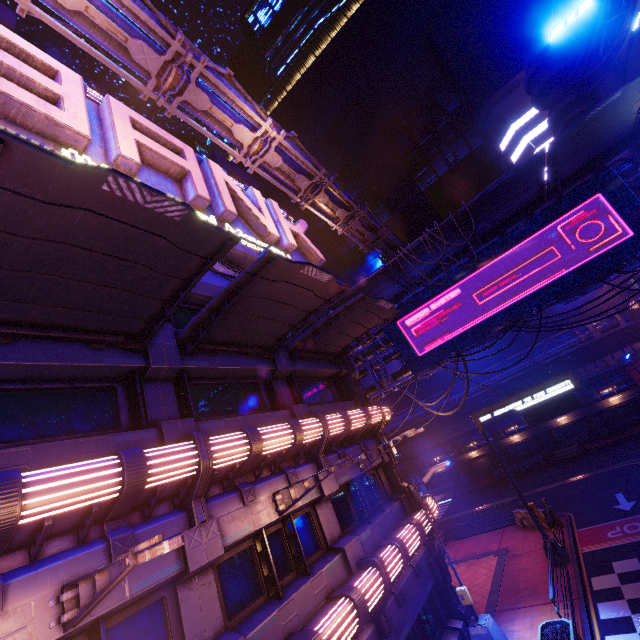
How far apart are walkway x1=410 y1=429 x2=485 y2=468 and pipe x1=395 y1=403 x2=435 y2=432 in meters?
2.8

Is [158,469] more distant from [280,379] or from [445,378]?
[445,378]

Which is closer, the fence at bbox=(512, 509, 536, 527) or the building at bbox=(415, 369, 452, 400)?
the fence at bbox=(512, 509, 536, 527)

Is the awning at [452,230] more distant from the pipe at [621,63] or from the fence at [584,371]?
the fence at [584,371]

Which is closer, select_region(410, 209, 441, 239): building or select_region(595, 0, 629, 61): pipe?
select_region(595, 0, 629, 61): pipe

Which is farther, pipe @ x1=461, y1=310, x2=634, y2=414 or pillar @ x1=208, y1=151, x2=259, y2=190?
pipe @ x1=461, y1=310, x2=634, y2=414

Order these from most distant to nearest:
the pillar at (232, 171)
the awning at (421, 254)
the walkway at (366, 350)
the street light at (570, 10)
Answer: the pillar at (232, 171)
the walkway at (366, 350)
the awning at (421, 254)
the street light at (570, 10)

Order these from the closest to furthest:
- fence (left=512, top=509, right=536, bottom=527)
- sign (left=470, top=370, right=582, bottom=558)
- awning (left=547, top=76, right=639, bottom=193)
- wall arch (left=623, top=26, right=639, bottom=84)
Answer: awning (left=547, top=76, right=639, bottom=193)
wall arch (left=623, top=26, right=639, bottom=84)
sign (left=470, top=370, right=582, bottom=558)
fence (left=512, top=509, right=536, bottom=527)
